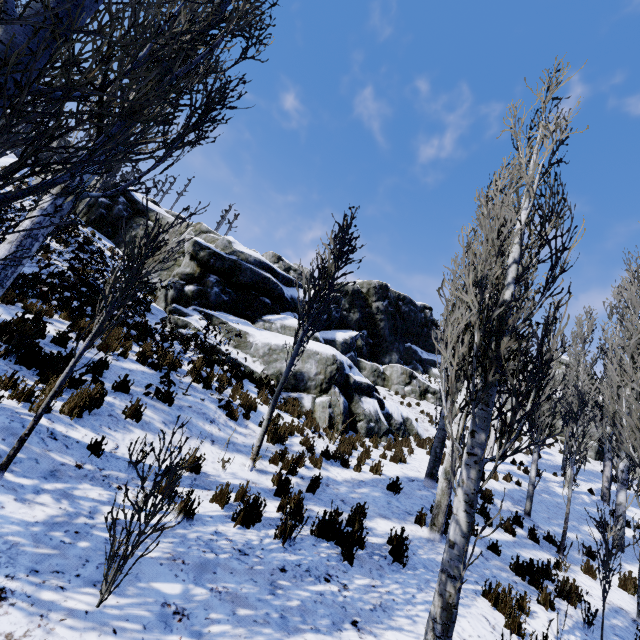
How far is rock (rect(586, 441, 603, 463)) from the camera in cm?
2581

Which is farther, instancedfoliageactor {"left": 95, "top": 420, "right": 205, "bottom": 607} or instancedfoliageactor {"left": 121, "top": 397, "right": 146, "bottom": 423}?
instancedfoliageactor {"left": 121, "top": 397, "right": 146, "bottom": 423}

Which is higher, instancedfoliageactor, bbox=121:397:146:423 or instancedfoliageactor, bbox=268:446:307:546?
instancedfoliageactor, bbox=121:397:146:423

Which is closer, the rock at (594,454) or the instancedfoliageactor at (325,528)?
the instancedfoliageactor at (325,528)

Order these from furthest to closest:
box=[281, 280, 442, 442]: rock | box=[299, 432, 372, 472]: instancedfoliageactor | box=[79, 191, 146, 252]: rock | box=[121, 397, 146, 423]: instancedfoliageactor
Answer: box=[79, 191, 146, 252]: rock, box=[281, 280, 442, 442]: rock, box=[299, 432, 372, 472]: instancedfoliageactor, box=[121, 397, 146, 423]: instancedfoliageactor

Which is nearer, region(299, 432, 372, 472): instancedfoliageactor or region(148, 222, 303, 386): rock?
region(299, 432, 372, 472): instancedfoliageactor

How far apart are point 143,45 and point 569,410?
11.9 meters
